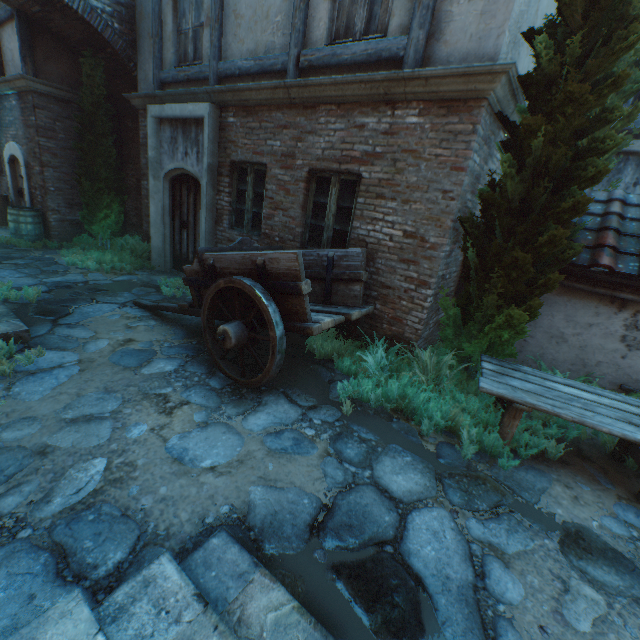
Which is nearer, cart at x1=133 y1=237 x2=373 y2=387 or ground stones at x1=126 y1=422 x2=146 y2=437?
ground stones at x1=126 y1=422 x2=146 y2=437

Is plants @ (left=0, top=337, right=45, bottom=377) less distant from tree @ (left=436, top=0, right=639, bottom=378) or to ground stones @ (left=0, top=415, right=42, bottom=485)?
ground stones @ (left=0, top=415, right=42, bottom=485)

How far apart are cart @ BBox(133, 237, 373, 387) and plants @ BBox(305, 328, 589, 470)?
0.1 meters

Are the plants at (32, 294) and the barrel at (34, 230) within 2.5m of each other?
no

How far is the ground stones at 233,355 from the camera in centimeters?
452cm

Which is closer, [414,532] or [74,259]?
[414,532]

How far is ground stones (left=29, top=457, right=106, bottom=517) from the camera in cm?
229

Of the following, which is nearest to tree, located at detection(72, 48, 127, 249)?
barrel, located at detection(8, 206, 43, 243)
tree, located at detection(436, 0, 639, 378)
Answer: barrel, located at detection(8, 206, 43, 243)
